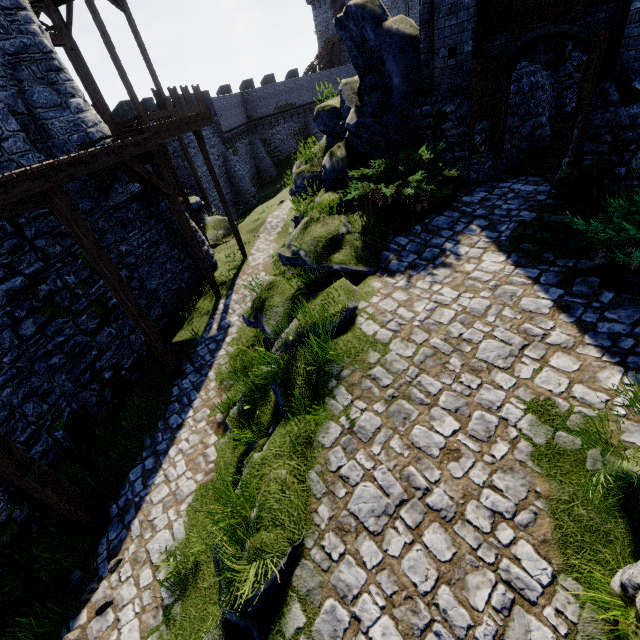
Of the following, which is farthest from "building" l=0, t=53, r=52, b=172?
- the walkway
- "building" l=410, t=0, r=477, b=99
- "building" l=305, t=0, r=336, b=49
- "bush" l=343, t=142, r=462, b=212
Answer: "building" l=305, t=0, r=336, b=49

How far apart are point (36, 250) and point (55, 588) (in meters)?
7.51

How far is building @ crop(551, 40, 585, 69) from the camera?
11.3 meters

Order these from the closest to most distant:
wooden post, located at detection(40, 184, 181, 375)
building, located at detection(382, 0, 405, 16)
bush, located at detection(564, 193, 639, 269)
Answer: bush, located at detection(564, 193, 639, 269) < wooden post, located at detection(40, 184, 181, 375) < building, located at detection(382, 0, 405, 16)

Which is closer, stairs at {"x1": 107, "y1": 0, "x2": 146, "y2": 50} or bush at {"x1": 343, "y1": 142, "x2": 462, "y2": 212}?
bush at {"x1": 343, "y1": 142, "x2": 462, "y2": 212}

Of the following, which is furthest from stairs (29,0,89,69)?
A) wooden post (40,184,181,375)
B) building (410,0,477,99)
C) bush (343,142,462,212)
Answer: bush (343,142,462,212)

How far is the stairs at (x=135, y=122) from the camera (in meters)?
17.02

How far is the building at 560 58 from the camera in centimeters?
1130cm
